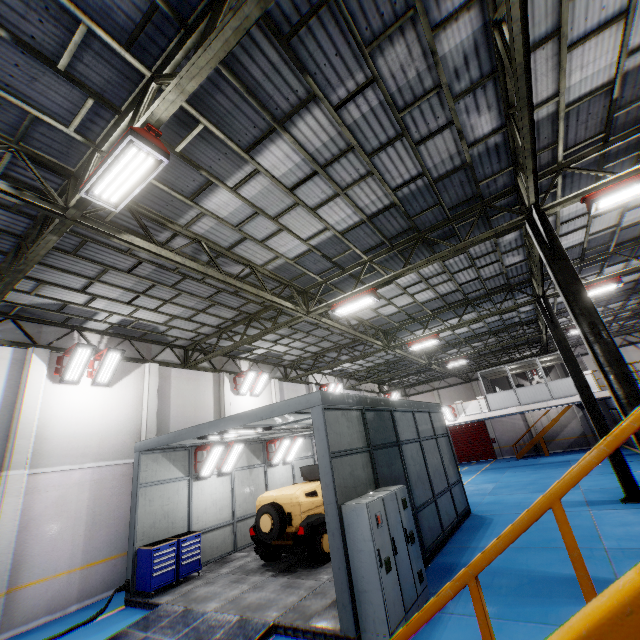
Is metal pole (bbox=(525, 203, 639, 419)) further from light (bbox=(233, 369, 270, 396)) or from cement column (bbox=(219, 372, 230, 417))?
cement column (bbox=(219, 372, 230, 417))

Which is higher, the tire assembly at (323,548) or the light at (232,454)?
the light at (232,454)

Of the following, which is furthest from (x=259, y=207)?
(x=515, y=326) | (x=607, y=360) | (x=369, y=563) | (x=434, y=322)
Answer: (x=515, y=326)

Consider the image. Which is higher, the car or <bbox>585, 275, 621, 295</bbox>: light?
<bbox>585, 275, 621, 295</bbox>: light

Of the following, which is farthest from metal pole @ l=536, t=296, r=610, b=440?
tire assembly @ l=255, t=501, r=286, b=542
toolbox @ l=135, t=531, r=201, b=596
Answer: toolbox @ l=135, t=531, r=201, b=596

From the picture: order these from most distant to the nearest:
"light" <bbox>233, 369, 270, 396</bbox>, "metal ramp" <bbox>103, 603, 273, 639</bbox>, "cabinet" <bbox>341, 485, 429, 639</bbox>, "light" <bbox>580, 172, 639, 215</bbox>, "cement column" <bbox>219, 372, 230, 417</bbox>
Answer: "light" <bbox>233, 369, 270, 396</bbox> → "cement column" <bbox>219, 372, 230, 417</bbox> → "light" <bbox>580, 172, 639, 215</bbox> → "metal ramp" <bbox>103, 603, 273, 639</bbox> → "cabinet" <bbox>341, 485, 429, 639</bbox>

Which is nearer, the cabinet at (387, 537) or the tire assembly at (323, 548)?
the cabinet at (387, 537)

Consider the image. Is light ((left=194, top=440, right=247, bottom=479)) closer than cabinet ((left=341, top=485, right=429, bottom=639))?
No
